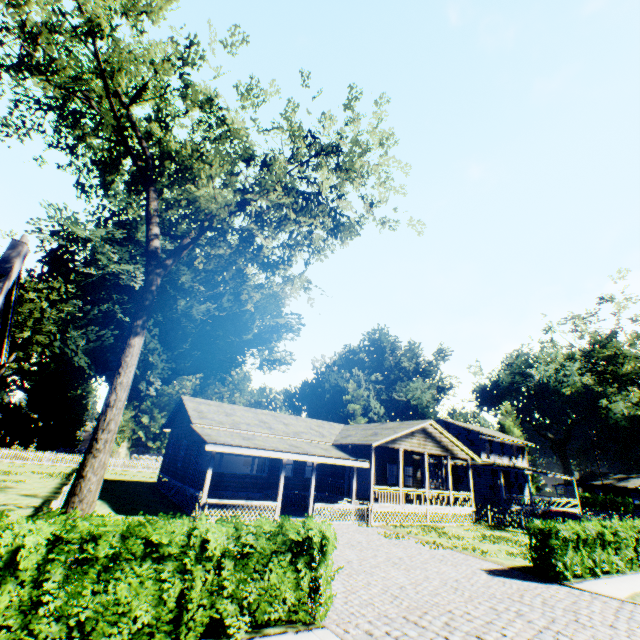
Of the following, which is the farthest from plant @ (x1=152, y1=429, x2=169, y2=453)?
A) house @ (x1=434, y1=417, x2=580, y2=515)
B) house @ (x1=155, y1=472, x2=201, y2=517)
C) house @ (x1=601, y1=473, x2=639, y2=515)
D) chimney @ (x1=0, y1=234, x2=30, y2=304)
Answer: chimney @ (x1=0, y1=234, x2=30, y2=304)

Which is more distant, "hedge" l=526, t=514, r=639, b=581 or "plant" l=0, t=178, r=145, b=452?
"plant" l=0, t=178, r=145, b=452

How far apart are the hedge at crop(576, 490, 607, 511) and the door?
47.56m

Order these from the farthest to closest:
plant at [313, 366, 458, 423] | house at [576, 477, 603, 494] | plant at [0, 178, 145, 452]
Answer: house at [576, 477, 603, 494]
plant at [313, 366, 458, 423]
plant at [0, 178, 145, 452]

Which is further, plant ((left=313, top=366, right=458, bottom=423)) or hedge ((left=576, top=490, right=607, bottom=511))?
plant ((left=313, top=366, right=458, bottom=423))

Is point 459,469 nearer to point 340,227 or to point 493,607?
point 493,607

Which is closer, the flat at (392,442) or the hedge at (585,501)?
the flat at (392,442)

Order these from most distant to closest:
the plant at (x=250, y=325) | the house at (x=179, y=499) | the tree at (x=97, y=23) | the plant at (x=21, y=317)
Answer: the plant at (x=250, y=325)
the plant at (x=21, y=317)
the house at (x=179, y=499)
the tree at (x=97, y=23)
